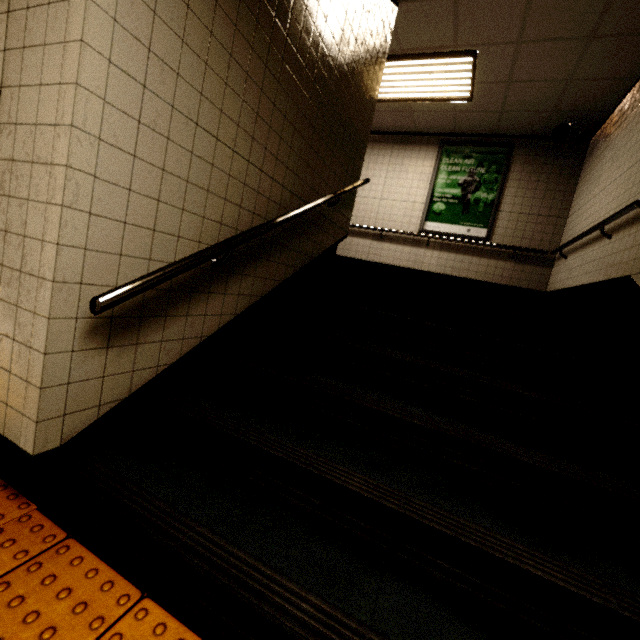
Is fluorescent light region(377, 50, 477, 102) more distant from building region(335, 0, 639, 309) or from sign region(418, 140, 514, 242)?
sign region(418, 140, 514, 242)

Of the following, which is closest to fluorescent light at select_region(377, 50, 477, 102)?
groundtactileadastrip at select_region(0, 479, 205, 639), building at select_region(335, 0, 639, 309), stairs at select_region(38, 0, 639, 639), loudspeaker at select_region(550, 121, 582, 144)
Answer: building at select_region(335, 0, 639, 309)

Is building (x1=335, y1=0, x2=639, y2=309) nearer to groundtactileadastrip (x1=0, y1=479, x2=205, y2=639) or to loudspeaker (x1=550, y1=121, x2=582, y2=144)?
loudspeaker (x1=550, y1=121, x2=582, y2=144)

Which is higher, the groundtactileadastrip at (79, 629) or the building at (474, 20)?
the building at (474, 20)

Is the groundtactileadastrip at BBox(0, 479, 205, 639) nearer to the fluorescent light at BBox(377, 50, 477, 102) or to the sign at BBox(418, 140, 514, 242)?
the fluorescent light at BBox(377, 50, 477, 102)

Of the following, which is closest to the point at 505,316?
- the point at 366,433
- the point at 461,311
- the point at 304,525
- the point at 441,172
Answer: Result: the point at 461,311

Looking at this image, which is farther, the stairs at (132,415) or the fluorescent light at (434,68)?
the fluorescent light at (434,68)

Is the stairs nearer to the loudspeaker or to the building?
the building
